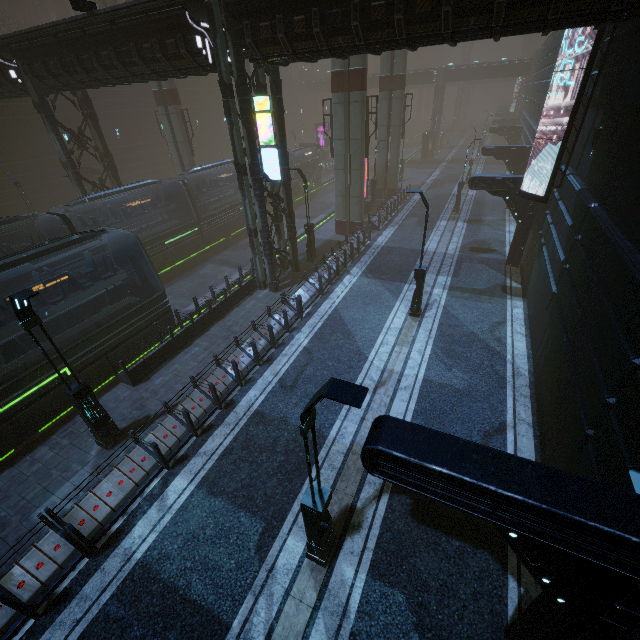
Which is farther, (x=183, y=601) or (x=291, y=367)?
(x=291, y=367)

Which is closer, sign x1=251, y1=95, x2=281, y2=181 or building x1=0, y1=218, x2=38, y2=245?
sign x1=251, y1=95, x2=281, y2=181

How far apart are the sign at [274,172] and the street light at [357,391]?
12.1m

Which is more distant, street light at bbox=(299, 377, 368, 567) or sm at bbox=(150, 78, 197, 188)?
sm at bbox=(150, 78, 197, 188)

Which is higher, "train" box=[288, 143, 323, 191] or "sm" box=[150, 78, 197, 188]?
"sm" box=[150, 78, 197, 188]

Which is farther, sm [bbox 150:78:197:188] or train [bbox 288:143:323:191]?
train [bbox 288:143:323:191]

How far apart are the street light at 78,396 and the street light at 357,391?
6.7m

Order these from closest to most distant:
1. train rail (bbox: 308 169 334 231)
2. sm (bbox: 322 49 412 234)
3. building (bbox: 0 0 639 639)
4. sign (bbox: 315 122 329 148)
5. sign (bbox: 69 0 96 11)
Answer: building (bbox: 0 0 639 639) < sign (bbox: 69 0 96 11) < sm (bbox: 322 49 412 234) < train rail (bbox: 308 169 334 231) < sign (bbox: 315 122 329 148)
